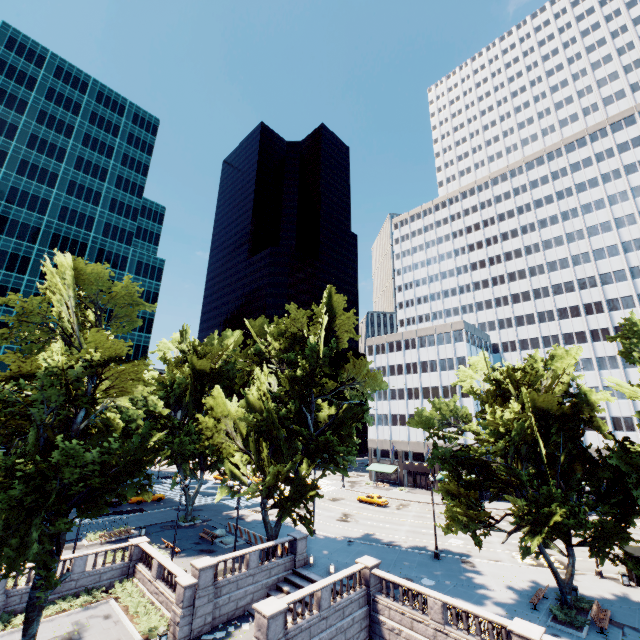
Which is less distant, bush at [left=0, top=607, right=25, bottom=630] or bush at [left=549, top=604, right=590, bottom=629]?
bush at [left=549, top=604, right=590, bottom=629]

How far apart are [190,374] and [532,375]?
39.1 meters

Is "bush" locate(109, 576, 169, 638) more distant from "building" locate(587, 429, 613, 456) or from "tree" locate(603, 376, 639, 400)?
"building" locate(587, 429, 613, 456)

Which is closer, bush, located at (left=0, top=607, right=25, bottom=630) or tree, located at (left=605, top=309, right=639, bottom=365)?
bush, located at (left=0, top=607, right=25, bottom=630)

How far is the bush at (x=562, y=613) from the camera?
20.6m

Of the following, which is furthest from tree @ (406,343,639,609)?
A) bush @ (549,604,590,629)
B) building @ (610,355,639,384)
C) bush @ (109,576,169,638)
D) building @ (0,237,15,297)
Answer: building @ (0,237,15,297)

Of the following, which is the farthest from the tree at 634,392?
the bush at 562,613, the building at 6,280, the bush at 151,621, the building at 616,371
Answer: the building at 6,280
